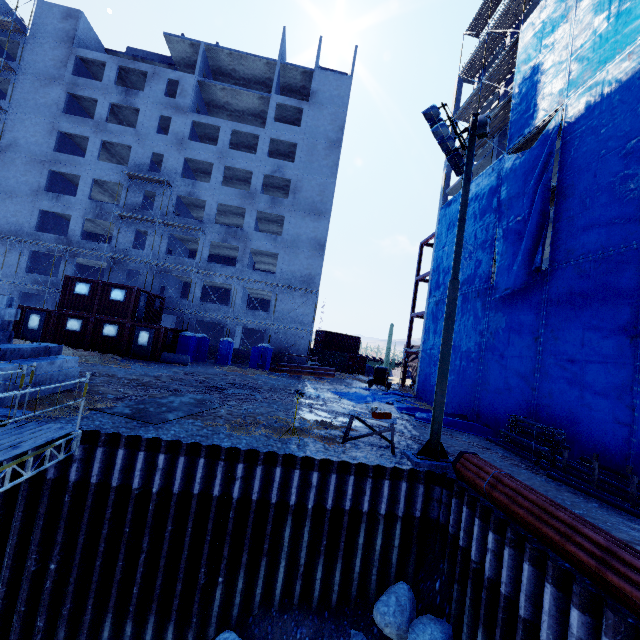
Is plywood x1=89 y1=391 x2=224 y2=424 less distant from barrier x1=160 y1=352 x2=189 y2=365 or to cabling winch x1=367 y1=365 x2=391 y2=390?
barrier x1=160 y1=352 x2=189 y2=365

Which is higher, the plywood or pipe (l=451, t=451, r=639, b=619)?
pipe (l=451, t=451, r=639, b=619)

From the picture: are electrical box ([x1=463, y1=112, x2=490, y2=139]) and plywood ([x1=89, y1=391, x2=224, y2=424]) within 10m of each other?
no

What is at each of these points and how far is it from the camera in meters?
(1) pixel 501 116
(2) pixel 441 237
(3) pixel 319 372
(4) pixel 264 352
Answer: (1) scaffolding, 21.5 m
(2) tarp, 25.7 m
(3) stock, 30.1 m
(4) portable toilet, 30.0 m

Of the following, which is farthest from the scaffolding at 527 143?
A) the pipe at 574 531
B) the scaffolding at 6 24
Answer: the scaffolding at 6 24

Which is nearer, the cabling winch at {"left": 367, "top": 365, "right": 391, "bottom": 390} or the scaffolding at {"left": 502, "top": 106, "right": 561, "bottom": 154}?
the scaffolding at {"left": 502, "top": 106, "right": 561, "bottom": 154}

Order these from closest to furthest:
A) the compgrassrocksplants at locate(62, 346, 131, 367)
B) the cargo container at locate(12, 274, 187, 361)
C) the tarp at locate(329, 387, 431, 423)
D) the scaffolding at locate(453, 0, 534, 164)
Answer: the tarp at locate(329, 387, 431, 423) < the compgrassrocksplants at locate(62, 346, 131, 367) < the scaffolding at locate(453, 0, 534, 164) < the cargo container at locate(12, 274, 187, 361)

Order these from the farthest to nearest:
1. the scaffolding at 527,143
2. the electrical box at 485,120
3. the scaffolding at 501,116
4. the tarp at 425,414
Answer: the scaffolding at 501,116 → the tarp at 425,414 → the scaffolding at 527,143 → the electrical box at 485,120
